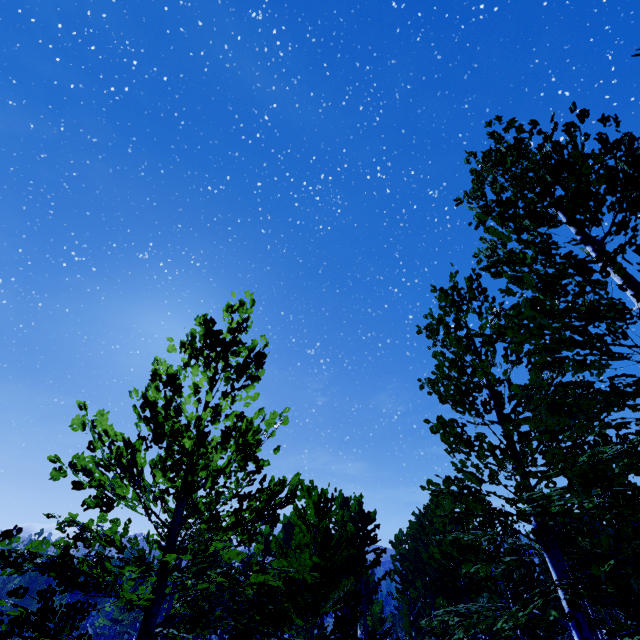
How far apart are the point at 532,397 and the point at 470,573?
9.8m
